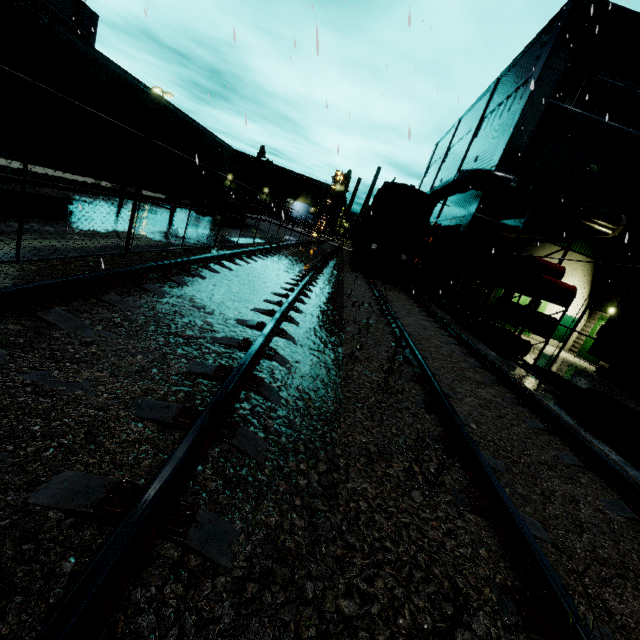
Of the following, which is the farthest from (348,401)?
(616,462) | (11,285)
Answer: (616,462)

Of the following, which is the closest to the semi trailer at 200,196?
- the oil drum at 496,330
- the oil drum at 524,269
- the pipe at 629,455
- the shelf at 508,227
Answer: the pipe at 629,455

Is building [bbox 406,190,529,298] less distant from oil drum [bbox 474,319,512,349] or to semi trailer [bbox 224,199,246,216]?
semi trailer [bbox 224,199,246,216]

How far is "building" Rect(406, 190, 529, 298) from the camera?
16.84m

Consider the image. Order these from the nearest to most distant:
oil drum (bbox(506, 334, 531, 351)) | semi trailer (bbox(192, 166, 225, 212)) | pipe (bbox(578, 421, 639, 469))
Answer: pipe (bbox(578, 421, 639, 469)) < oil drum (bbox(506, 334, 531, 351)) < semi trailer (bbox(192, 166, 225, 212))

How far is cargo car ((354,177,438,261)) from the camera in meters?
17.1 m

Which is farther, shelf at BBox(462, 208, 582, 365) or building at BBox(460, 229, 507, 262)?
building at BBox(460, 229, 507, 262)

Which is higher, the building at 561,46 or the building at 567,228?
the building at 561,46
